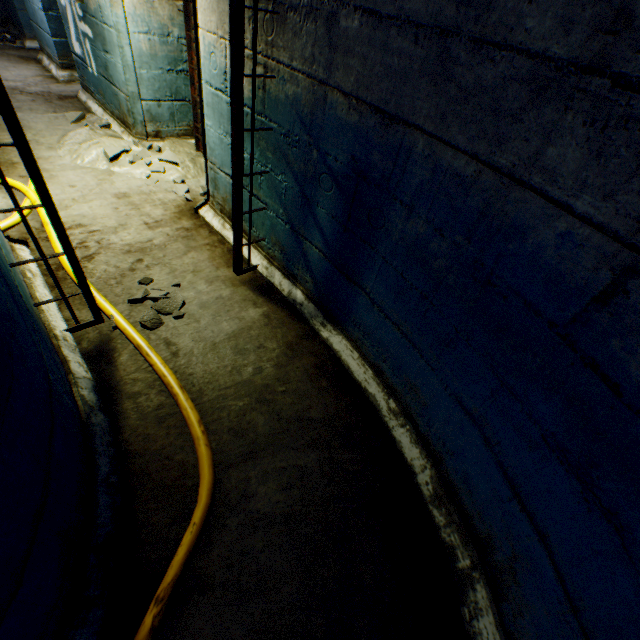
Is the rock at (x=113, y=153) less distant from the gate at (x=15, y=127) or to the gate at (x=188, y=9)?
the gate at (x=188, y=9)

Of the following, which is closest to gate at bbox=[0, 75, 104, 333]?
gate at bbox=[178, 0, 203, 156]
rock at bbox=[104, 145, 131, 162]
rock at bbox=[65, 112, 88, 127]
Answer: gate at bbox=[178, 0, 203, 156]

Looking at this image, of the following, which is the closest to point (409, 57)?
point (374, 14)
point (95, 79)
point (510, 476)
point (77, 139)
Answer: point (374, 14)

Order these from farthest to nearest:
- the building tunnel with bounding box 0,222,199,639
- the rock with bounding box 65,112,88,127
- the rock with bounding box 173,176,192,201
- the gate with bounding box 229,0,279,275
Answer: the rock with bounding box 65,112,88,127 < the rock with bounding box 173,176,192,201 < the gate with bounding box 229,0,279,275 < the building tunnel with bounding box 0,222,199,639

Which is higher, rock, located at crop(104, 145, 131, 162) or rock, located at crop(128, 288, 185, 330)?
rock, located at crop(104, 145, 131, 162)

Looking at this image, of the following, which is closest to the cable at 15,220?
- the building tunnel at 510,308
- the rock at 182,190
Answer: the building tunnel at 510,308

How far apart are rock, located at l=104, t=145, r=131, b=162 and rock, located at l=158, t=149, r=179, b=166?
0.2 meters

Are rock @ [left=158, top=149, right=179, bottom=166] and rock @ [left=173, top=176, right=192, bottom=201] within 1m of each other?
yes
